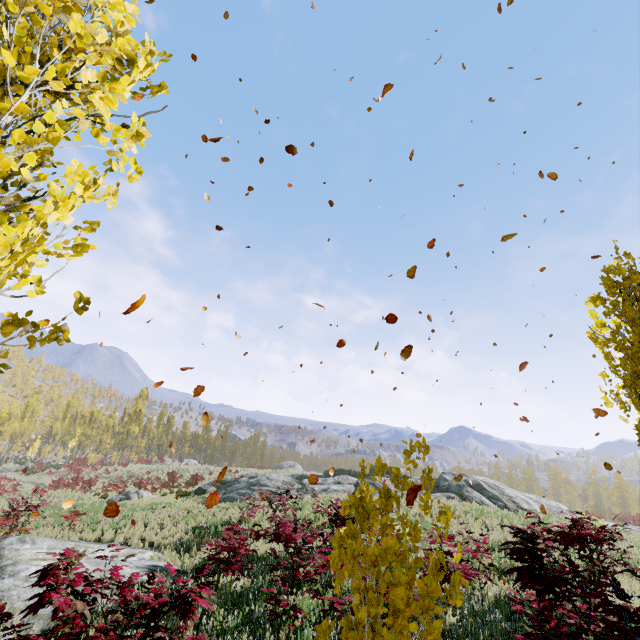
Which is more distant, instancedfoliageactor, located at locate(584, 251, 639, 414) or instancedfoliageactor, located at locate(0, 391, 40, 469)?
instancedfoliageactor, located at locate(0, 391, 40, 469)

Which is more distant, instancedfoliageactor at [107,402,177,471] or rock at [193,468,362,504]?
instancedfoliageactor at [107,402,177,471]

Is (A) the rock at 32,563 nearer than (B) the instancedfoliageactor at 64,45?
No

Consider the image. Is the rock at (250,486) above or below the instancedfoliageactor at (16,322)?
below

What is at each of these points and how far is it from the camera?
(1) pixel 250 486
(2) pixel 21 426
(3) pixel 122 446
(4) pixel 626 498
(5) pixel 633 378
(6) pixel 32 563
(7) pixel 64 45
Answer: (1) rock, 23.0m
(2) instancedfoliageactor, 51.2m
(3) instancedfoliageactor, 53.7m
(4) instancedfoliageactor, 51.9m
(5) instancedfoliageactor, 5.1m
(6) rock, 6.4m
(7) instancedfoliageactor, 1.7m

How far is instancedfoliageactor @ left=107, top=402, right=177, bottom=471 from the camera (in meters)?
49.51

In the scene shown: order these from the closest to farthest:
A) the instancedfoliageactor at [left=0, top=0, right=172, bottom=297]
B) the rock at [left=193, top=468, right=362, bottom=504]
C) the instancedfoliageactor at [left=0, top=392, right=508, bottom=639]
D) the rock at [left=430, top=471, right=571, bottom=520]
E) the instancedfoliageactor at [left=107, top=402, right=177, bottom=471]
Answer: the instancedfoliageactor at [left=0, top=0, right=172, bottom=297] → the instancedfoliageactor at [left=0, top=392, right=508, bottom=639] → the rock at [left=430, top=471, right=571, bottom=520] → the rock at [left=193, top=468, right=362, bottom=504] → the instancedfoliageactor at [left=107, top=402, right=177, bottom=471]
